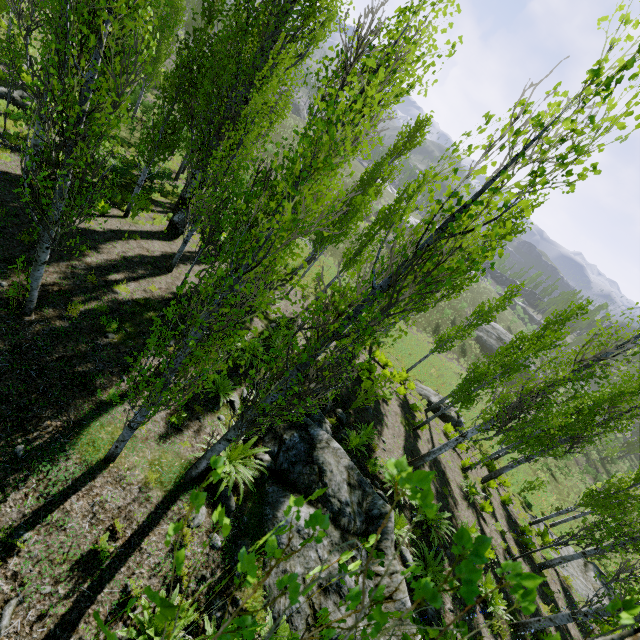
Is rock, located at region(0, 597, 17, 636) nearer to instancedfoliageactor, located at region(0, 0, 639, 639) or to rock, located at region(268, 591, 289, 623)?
instancedfoliageactor, located at region(0, 0, 639, 639)

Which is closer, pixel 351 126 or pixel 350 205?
pixel 351 126

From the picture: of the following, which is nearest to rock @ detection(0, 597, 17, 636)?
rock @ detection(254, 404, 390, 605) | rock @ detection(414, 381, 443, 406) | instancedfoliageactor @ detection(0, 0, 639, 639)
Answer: instancedfoliageactor @ detection(0, 0, 639, 639)

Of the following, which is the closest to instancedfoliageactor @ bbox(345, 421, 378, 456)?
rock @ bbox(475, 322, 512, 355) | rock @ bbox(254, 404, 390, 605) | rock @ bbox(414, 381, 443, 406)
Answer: rock @ bbox(254, 404, 390, 605)

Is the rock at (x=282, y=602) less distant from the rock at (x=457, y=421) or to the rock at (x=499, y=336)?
the rock at (x=457, y=421)

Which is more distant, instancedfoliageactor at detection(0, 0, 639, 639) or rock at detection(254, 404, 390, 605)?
rock at detection(254, 404, 390, 605)

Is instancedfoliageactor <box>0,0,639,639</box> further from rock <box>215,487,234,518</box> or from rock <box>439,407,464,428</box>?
rock <box>439,407,464,428</box>

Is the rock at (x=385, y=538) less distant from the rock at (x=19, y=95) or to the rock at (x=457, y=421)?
the rock at (x=457, y=421)
